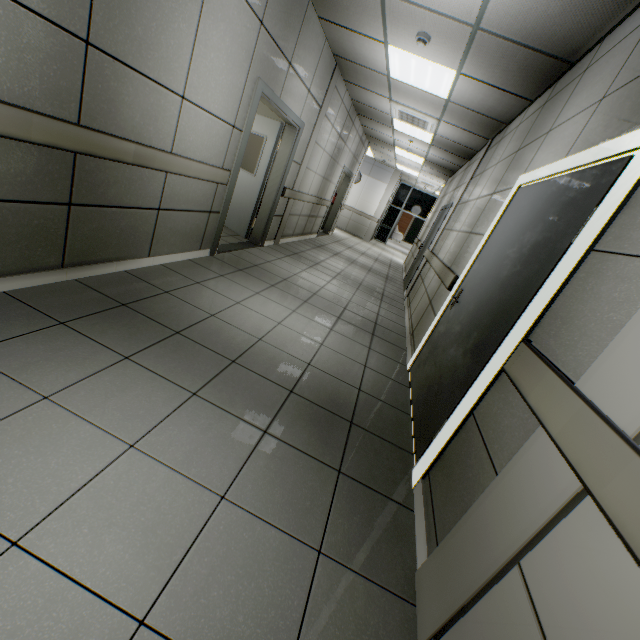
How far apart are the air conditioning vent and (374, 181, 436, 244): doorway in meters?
10.9

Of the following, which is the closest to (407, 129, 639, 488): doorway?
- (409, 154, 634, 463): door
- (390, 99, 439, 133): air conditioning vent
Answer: (409, 154, 634, 463): door

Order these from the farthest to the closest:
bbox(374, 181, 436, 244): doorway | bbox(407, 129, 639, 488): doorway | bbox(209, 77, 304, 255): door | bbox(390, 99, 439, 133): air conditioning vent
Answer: bbox(374, 181, 436, 244): doorway
bbox(390, 99, 439, 133): air conditioning vent
bbox(209, 77, 304, 255): door
bbox(407, 129, 639, 488): doorway

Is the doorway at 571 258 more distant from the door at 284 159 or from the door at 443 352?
the door at 284 159

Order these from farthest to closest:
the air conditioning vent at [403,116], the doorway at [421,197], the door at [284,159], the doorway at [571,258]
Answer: the doorway at [421,197], the air conditioning vent at [403,116], the door at [284,159], the doorway at [571,258]

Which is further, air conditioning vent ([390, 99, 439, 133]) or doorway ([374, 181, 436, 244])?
doorway ([374, 181, 436, 244])

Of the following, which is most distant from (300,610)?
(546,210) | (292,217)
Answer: (292,217)

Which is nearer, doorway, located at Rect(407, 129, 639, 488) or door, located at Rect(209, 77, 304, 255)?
doorway, located at Rect(407, 129, 639, 488)
